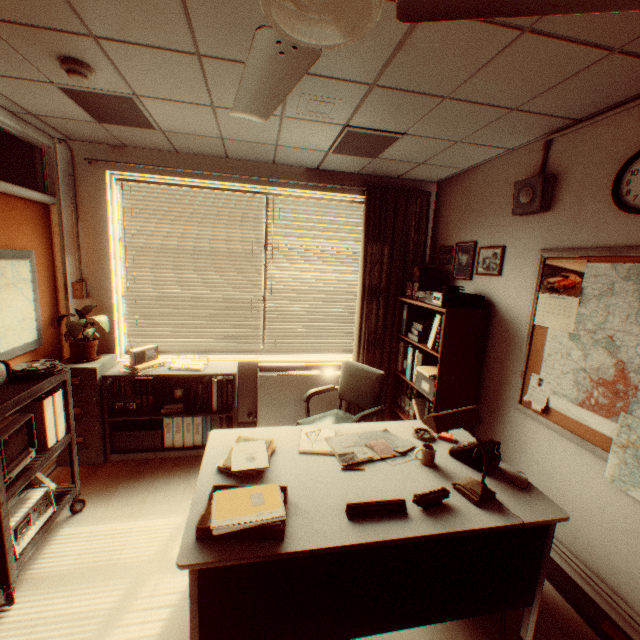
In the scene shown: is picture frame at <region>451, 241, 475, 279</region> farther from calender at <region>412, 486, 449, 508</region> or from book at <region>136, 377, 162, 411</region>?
book at <region>136, 377, 162, 411</region>

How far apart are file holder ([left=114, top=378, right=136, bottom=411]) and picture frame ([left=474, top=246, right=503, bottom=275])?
4.1 meters

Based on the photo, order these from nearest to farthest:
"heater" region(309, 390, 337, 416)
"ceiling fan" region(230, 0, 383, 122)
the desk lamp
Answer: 1. "ceiling fan" region(230, 0, 383, 122)
2. the desk lamp
3. "heater" region(309, 390, 337, 416)

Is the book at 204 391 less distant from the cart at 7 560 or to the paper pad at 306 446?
the cart at 7 560

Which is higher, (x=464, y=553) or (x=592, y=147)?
(x=592, y=147)

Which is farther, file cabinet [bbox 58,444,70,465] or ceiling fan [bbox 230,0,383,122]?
file cabinet [bbox 58,444,70,465]

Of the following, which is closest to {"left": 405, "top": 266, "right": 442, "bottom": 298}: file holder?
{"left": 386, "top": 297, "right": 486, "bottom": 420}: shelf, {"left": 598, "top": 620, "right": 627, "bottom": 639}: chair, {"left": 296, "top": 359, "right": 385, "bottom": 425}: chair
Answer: {"left": 386, "top": 297, "right": 486, "bottom": 420}: shelf

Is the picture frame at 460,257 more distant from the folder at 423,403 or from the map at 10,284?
the map at 10,284
